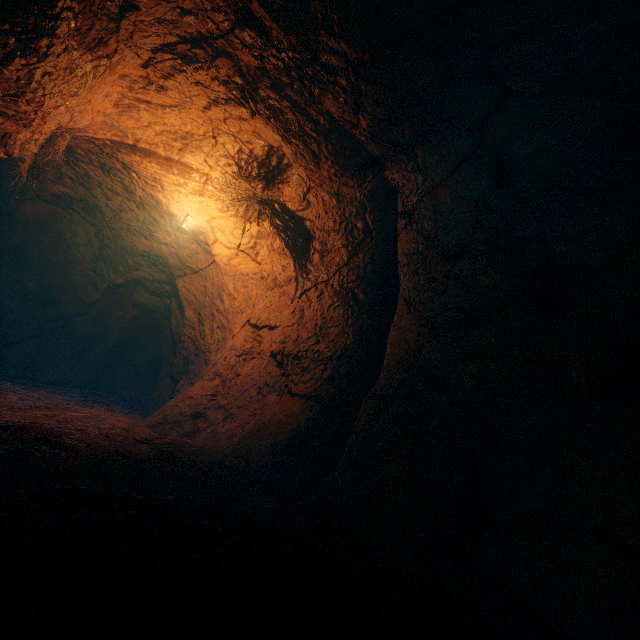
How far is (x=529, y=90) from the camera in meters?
3.4
